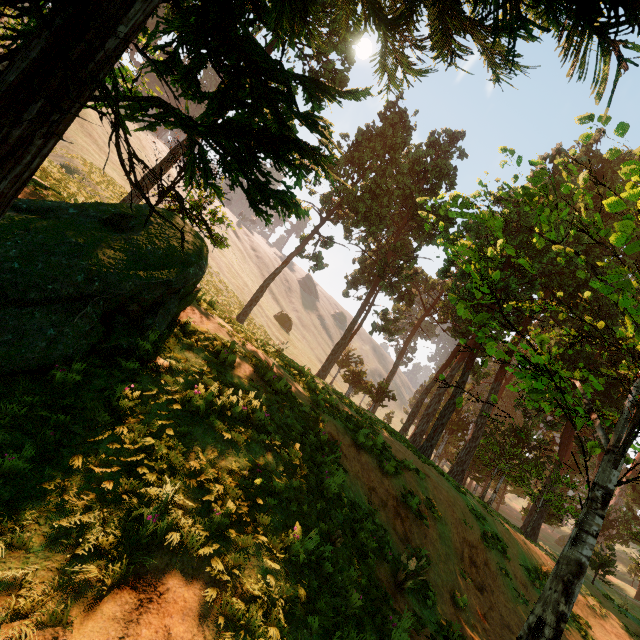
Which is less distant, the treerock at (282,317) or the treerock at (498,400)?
the treerock at (498,400)

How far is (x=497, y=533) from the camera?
14.1m

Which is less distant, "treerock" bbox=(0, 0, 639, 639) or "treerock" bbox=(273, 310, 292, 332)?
"treerock" bbox=(0, 0, 639, 639)

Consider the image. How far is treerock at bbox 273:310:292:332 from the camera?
55.3 meters

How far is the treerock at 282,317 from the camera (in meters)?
55.31
